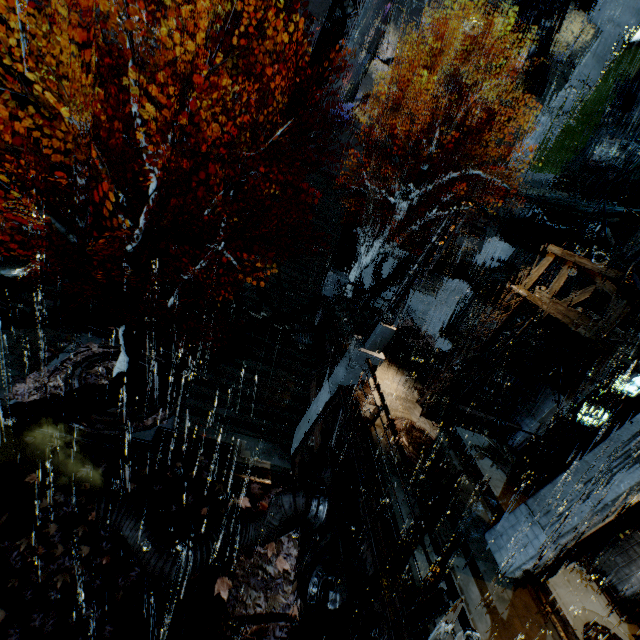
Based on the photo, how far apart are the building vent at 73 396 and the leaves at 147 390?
0.00m

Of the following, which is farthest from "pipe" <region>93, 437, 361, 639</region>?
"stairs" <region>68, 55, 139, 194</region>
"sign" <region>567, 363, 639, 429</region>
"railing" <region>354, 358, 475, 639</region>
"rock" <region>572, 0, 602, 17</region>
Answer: "rock" <region>572, 0, 602, 17</region>

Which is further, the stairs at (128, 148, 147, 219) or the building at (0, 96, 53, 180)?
the stairs at (128, 148, 147, 219)

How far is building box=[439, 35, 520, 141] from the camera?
23.38m

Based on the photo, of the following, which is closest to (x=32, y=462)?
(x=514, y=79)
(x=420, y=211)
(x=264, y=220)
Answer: (x=264, y=220)

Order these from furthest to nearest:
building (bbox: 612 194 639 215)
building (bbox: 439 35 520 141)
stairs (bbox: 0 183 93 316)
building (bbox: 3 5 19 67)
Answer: building (bbox: 439 35 520 141)
building (bbox: 612 194 639 215)
stairs (bbox: 0 183 93 316)
building (bbox: 3 5 19 67)

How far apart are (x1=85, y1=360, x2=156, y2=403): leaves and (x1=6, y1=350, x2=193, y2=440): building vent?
0.0 meters

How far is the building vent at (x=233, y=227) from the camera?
22.5m
